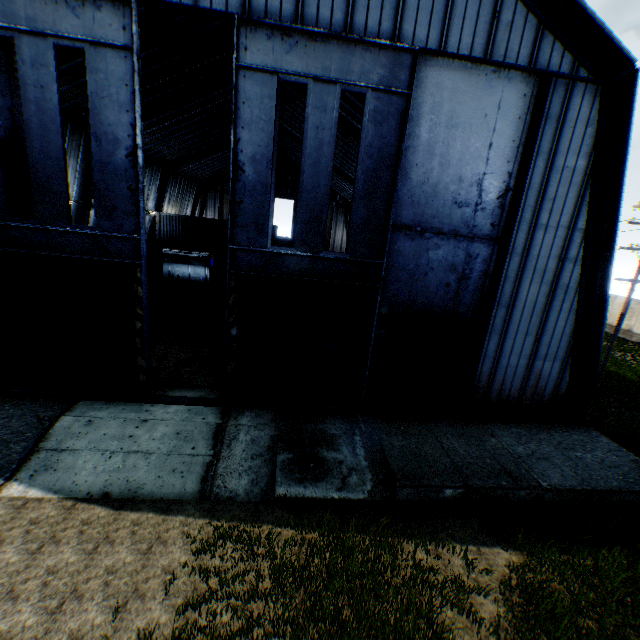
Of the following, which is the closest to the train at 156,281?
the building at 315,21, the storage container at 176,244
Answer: the building at 315,21

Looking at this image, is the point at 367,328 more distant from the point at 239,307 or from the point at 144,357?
the point at 144,357

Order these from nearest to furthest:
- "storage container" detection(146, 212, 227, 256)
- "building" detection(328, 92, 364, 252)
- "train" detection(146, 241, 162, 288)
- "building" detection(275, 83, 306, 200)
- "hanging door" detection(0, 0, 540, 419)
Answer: "hanging door" detection(0, 0, 540, 419) < "building" detection(328, 92, 364, 252) < "train" detection(146, 241, 162, 288) < "building" detection(275, 83, 306, 200) < "storage container" detection(146, 212, 227, 256)

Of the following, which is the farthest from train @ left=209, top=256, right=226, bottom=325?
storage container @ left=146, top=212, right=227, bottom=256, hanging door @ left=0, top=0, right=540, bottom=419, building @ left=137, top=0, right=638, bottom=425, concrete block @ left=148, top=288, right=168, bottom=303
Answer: storage container @ left=146, top=212, right=227, bottom=256

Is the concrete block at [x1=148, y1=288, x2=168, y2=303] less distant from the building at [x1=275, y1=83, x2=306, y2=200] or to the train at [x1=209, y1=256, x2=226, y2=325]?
the train at [x1=209, y1=256, x2=226, y2=325]

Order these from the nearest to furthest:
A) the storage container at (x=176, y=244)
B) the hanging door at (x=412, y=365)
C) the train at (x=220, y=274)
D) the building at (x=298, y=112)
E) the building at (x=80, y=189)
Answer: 1. the hanging door at (x=412, y=365)
2. the building at (x=80, y=189)
3. the train at (x=220, y=274)
4. the building at (x=298, y=112)
5. the storage container at (x=176, y=244)

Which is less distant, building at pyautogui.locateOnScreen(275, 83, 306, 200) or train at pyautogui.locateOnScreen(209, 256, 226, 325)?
train at pyautogui.locateOnScreen(209, 256, 226, 325)

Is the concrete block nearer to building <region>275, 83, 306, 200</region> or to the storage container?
building <region>275, 83, 306, 200</region>
